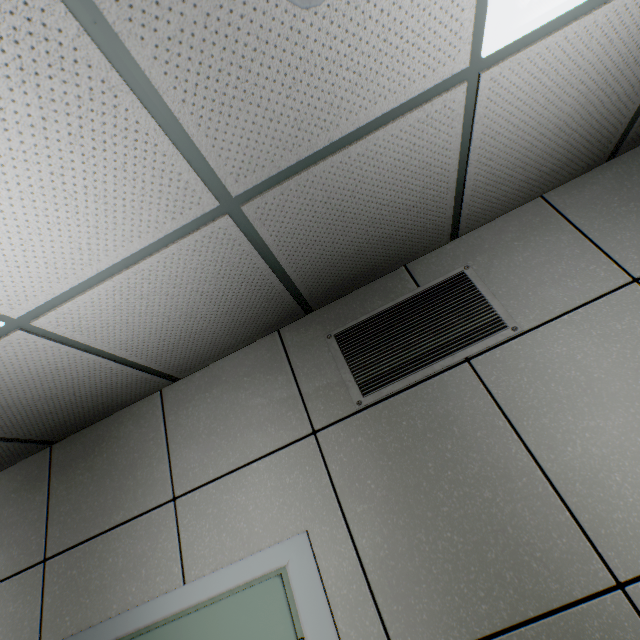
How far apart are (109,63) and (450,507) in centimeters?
198cm

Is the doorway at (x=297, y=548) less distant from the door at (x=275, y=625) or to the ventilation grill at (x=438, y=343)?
the door at (x=275, y=625)

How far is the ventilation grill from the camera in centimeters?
173cm

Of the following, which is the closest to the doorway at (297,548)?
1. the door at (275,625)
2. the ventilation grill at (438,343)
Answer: the door at (275,625)

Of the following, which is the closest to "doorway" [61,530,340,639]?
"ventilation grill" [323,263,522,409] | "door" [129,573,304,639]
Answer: "door" [129,573,304,639]

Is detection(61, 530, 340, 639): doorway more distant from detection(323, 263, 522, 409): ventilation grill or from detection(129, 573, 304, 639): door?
detection(323, 263, 522, 409): ventilation grill
